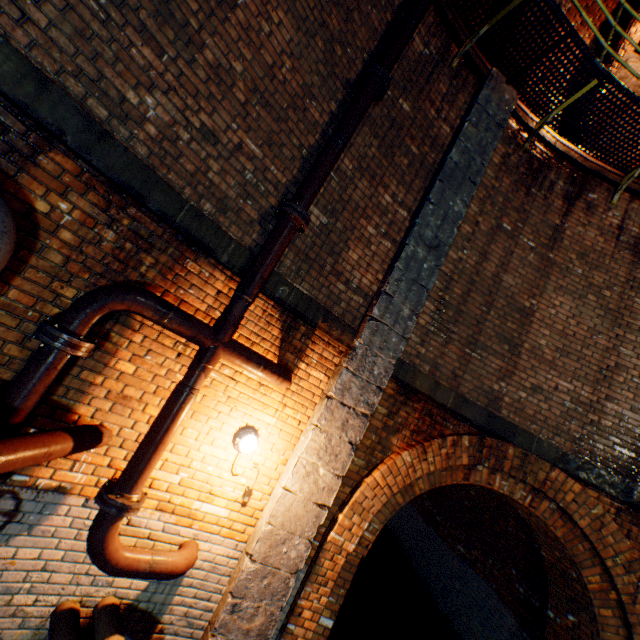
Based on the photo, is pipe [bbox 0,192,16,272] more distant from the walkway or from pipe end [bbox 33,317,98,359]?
the walkway

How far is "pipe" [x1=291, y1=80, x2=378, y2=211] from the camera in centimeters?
334cm

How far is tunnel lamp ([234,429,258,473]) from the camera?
3.47m

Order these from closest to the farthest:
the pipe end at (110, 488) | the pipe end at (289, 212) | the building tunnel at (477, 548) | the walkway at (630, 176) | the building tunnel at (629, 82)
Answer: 1. the pipe end at (110, 488)
2. the pipe end at (289, 212)
3. the walkway at (630, 176)
4. the building tunnel at (477, 548)
5. the building tunnel at (629, 82)

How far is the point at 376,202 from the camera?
4.4 meters

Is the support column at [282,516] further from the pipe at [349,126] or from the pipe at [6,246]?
the pipe at [349,126]

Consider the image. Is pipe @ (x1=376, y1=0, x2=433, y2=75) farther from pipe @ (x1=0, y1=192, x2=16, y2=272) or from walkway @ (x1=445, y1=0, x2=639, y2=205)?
pipe @ (x1=0, y1=192, x2=16, y2=272)

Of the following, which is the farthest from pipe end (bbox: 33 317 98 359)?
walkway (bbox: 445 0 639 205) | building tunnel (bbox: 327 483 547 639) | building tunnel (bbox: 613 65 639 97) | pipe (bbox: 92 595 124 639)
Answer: building tunnel (bbox: 613 65 639 97)
